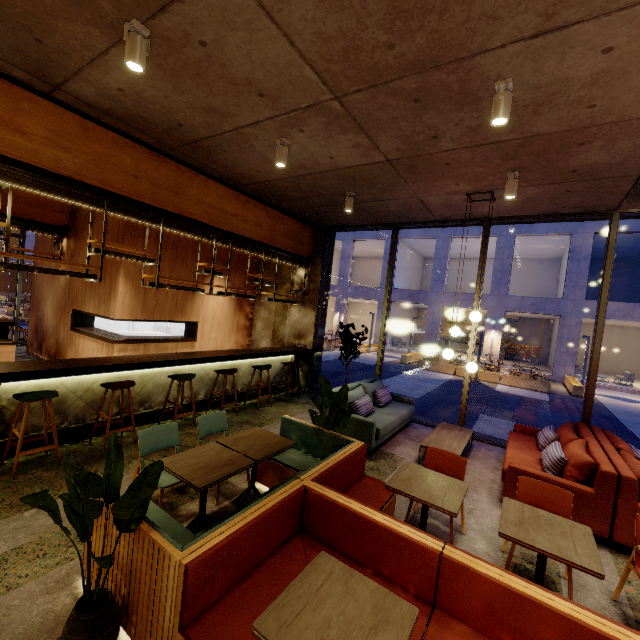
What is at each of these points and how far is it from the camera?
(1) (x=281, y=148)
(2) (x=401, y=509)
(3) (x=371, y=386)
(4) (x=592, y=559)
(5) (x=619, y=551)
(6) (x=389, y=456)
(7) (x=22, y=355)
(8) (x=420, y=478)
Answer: (1) lamp, 4.4m
(2) building, 3.9m
(3) couch, 6.8m
(4) table, 2.3m
(5) building, 3.6m
(6) building, 5.4m
(7) building, 9.5m
(8) table, 3.2m

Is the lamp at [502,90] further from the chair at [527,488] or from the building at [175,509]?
the chair at [527,488]

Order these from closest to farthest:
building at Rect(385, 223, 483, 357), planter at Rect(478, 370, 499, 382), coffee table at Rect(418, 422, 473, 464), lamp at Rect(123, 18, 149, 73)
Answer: lamp at Rect(123, 18, 149, 73) → coffee table at Rect(418, 422, 473, 464) → planter at Rect(478, 370, 499, 382) → building at Rect(385, 223, 483, 357)

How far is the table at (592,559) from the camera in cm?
227

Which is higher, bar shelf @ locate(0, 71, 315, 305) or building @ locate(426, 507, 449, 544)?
bar shelf @ locate(0, 71, 315, 305)

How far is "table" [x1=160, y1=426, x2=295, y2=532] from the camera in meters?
2.8 m

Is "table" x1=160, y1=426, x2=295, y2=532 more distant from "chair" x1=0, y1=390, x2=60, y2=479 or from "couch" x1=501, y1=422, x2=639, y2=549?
"couch" x1=501, y1=422, x2=639, y2=549

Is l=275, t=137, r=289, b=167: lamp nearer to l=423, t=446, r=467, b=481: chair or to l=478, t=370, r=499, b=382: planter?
l=423, t=446, r=467, b=481: chair
